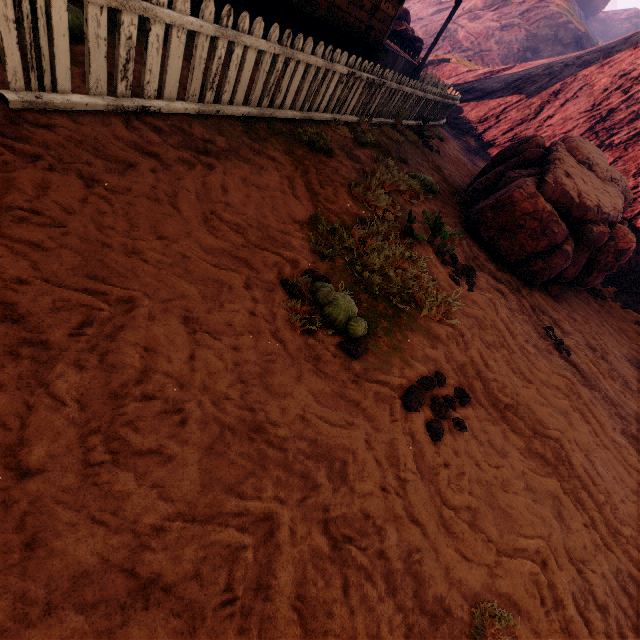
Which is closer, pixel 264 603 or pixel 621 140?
pixel 264 603

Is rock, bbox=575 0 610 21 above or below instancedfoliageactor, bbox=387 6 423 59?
above

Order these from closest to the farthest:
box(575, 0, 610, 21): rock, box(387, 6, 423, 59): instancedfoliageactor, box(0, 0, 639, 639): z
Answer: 1. box(0, 0, 639, 639): z
2. box(387, 6, 423, 59): instancedfoliageactor
3. box(575, 0, 610, 21): rock

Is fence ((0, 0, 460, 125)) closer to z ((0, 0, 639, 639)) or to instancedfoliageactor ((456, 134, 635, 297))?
z ((0, 0, 639, 639))

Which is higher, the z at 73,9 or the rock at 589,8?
the rock at 589,8

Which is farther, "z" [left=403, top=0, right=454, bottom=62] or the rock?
the rock

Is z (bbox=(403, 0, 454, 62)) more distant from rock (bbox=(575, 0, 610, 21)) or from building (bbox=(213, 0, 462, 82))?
rock (bbox=(575, 0, 610, 21))

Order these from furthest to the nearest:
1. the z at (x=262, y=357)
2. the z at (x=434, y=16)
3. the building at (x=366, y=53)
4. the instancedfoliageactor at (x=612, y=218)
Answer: the z at (x=434, y=16), the building at (x=366, y=53), the instancedfoliageactor at (x=612, y=218), the z at (x=262, y=357)
